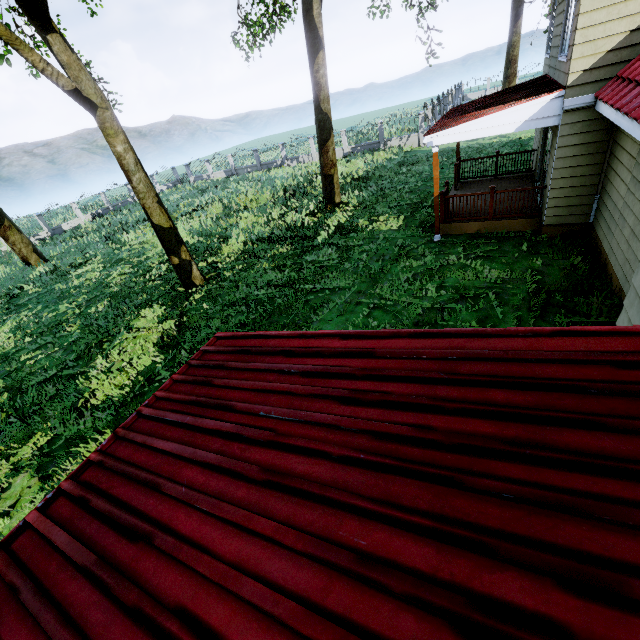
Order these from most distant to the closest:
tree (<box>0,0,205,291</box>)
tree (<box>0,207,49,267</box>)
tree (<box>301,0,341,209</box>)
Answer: tree (<box>0,207,49,267</box>) → tree (<box>301,0,341,209</box>) → tree (<box>0,0,205,291</box>)

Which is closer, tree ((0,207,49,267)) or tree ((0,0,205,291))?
tree ((0,0,205,291))

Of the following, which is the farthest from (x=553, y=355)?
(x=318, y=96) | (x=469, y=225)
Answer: (x=318, y=96)

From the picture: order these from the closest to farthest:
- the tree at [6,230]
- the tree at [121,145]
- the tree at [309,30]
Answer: the tree at [121,145]
the tree at [309,30]
the tree at [6,230]

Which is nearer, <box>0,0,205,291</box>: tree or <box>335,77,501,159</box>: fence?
<box>0,0,205,291</box>: tree

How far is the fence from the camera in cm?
2497

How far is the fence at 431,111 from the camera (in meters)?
24.97
